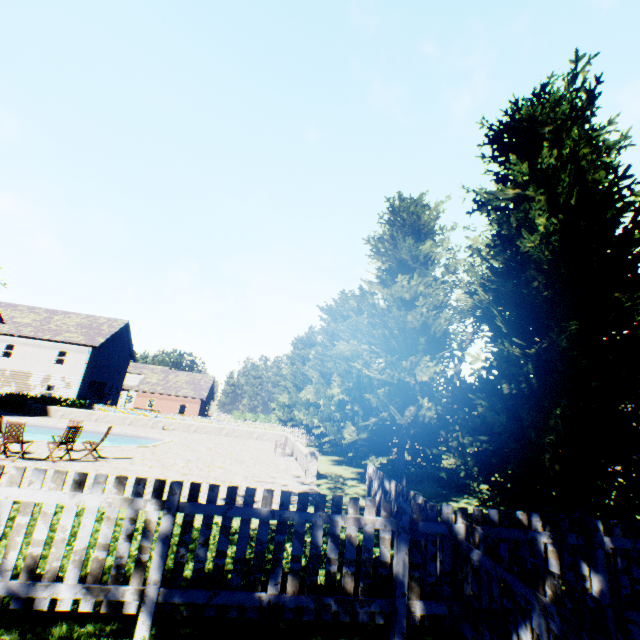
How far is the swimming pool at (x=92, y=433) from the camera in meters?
20.3 m

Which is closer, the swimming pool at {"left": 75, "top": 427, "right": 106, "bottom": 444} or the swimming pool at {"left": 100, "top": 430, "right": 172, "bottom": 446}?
the swimming pool at {"left": 100, "top": 430, "right": 172, "bottom": 446}

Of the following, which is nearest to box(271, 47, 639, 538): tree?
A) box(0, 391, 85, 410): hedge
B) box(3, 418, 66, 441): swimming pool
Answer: box(3, 418, 66, 441): swimming pool

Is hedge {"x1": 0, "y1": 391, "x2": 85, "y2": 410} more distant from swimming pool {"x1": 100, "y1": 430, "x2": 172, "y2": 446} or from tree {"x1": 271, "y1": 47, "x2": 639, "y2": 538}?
tree {"x1": 271, "y1": 47, "x2": 639, "y2": 538}

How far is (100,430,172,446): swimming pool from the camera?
15.6 meters

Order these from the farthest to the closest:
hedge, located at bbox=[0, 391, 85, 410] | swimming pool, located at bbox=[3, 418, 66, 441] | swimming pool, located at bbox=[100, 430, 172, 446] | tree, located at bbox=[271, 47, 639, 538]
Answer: hedge, located at bbox=[0, 391, 85, 410] < swimming pool, located at bbox=[3, 418, 66, 441] < swimming pool, located at bbox=[100, 430, 172, 446] < tree, located at bbox=[271, 47, 639, 538]

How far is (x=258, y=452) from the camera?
18.59m

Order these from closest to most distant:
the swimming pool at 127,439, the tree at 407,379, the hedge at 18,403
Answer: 1. the tree at 407,379
2. the swimming pool at 127,439
3. the hedge at 18,403
